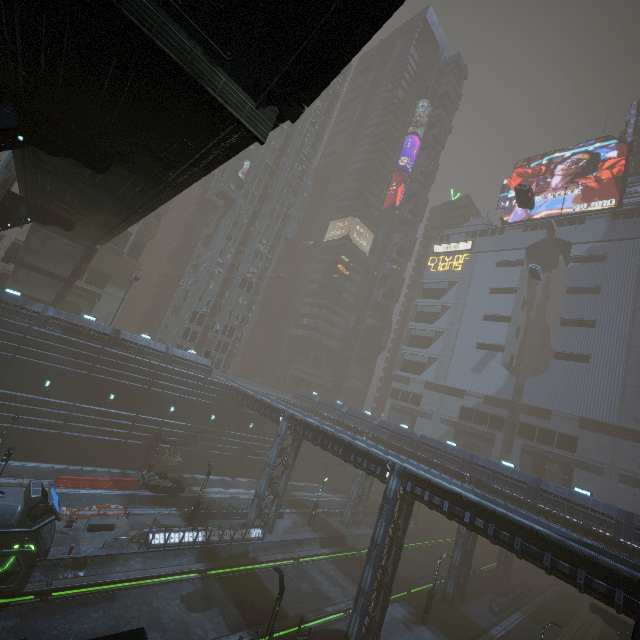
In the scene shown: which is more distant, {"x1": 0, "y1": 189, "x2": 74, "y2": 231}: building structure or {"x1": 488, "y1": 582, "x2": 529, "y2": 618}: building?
{"x1": 488, "y1": 582, "x2": 529, "y2": 618}: building

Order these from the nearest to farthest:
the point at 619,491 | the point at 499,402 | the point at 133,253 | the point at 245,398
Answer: the point at 245,398 < the point at 619,491 < the point at 133,253 < the point at 499,402

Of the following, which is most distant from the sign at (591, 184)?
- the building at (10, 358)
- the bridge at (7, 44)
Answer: the bridge at (7, 44)

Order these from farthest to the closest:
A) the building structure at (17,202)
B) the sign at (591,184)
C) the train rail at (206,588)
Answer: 1. the sign at (591,184)
2. the building structure at (17,202)
3. the train rail at (206,588)

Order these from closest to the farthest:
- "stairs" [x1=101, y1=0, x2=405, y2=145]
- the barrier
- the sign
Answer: "stairs" [x1=101, y1=0, x2=405, y2=145] < the barrier < the sign

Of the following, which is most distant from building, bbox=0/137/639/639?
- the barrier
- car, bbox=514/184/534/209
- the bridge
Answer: the bridge

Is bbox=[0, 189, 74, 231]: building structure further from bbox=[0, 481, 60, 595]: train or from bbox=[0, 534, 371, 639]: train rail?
bbox=[0, 534, 371, 639]: train rail

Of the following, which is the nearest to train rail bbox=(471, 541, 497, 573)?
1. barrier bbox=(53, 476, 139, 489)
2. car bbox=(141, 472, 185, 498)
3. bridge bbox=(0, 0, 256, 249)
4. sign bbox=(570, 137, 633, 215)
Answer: car bbox=(141, 472, 185, 498)
